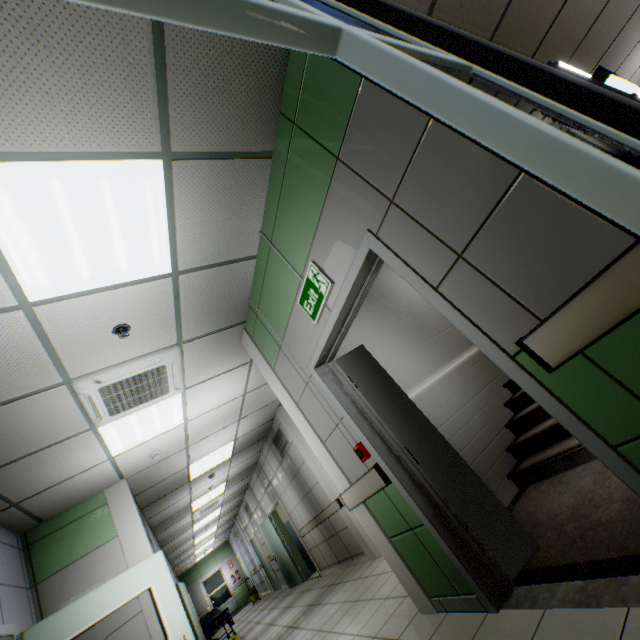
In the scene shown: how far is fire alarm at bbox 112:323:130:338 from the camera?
2.8 meters

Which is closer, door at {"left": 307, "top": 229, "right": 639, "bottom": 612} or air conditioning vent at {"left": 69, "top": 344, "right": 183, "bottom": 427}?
door at {"left": 307, "top": 229, "right": 639, "bottom": 612}

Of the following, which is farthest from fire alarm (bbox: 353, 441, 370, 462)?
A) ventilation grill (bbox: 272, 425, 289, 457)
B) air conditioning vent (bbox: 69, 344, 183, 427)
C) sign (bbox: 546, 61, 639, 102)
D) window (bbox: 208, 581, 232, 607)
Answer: window (bbox: 208, 581, 232, 607)

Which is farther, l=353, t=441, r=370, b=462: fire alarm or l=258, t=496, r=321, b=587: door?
l=258, t=496, r=321, b=587: door

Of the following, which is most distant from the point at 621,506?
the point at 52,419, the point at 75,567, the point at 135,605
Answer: the point at 75,567

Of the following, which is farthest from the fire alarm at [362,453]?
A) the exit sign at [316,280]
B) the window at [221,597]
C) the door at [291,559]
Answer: the window at [221,597]

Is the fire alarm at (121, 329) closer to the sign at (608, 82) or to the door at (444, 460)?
the door at (444, 460)

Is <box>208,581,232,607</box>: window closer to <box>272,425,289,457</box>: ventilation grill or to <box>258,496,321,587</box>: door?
<box>258,496,321,587</box>: door
